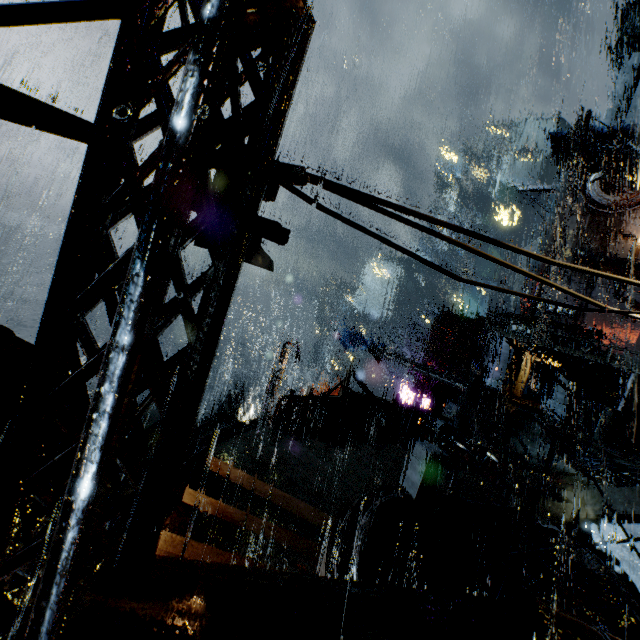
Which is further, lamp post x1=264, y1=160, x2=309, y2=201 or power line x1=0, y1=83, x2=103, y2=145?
lamp post x1=264, y1=160, x2=309, y2=201

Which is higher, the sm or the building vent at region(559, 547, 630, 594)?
the sm

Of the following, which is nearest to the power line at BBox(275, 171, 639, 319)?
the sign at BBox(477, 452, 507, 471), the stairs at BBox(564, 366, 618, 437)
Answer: the sign at BBox(477, 452, 507, 471)

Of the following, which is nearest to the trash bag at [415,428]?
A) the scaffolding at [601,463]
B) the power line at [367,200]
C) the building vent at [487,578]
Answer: the building vent at [487,578]

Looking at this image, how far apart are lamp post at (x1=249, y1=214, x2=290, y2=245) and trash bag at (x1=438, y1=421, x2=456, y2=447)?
18.1m

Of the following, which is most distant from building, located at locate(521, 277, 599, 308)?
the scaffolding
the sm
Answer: the scaffolding

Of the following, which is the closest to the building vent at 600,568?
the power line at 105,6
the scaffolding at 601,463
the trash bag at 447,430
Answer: the scaffolding at 601,463

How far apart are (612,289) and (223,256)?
55.69m
